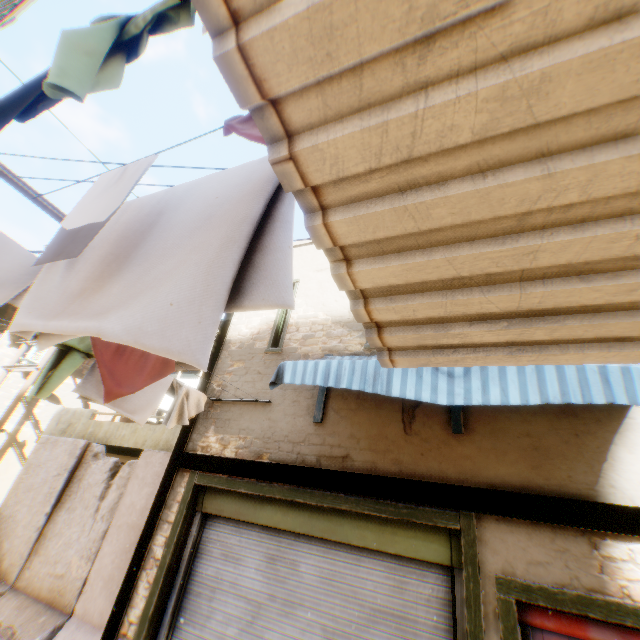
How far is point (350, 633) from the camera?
3.7m

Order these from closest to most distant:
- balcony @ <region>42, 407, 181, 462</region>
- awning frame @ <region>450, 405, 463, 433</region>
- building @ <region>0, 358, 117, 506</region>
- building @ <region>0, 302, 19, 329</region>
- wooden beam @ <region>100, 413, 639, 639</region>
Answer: wooden beam @ <region>100, 413, 639, 639</region> < awning frame @ <region>450, 405, 463, 433</region> < balcony @ <region>42, 407, 181, 462</region> < building @ <region>0, 358, 117, 506</region> < building @ <region>0, 302, 19, 329</region>

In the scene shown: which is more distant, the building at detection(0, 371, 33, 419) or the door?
the building at detection(0, 371, 33, 419)

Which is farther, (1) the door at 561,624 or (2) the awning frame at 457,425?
(2) the awning frame at 457,425

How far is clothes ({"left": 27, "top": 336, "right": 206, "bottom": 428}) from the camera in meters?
3.3 m

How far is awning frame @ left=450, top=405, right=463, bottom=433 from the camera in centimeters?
416cm

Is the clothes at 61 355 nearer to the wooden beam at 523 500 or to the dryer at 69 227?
the wooden beam at 523 500

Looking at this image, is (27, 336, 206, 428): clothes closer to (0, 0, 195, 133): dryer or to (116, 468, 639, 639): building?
(116, 468, 639, 639): building
